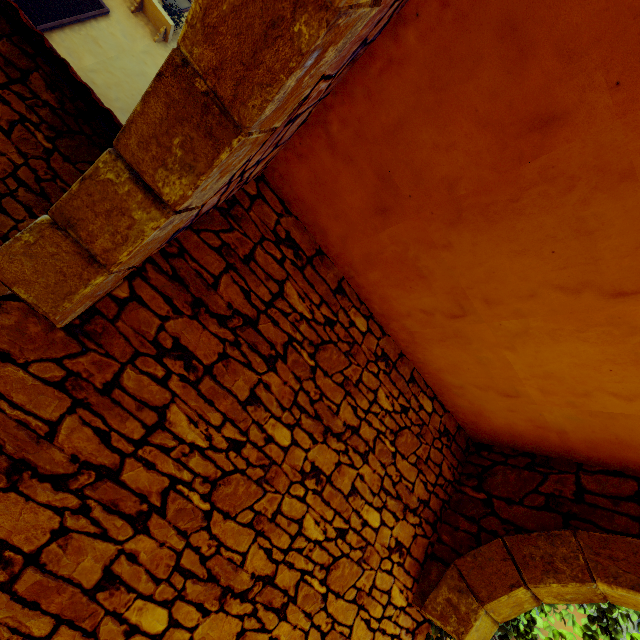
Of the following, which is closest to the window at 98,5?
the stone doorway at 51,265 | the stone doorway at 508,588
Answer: the stone doorway at 51,265

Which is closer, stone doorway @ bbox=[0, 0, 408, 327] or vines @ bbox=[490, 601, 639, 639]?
stone doorway @ bbox=[0, 0, 408, 327]

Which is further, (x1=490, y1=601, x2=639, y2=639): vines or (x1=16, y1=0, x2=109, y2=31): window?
(x1=16, y1=0, x2=109, y2=31): window

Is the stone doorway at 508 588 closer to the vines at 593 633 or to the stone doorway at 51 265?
the vines at 593 633

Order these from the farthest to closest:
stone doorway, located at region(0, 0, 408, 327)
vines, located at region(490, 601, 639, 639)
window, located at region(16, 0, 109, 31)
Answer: window, located at region(16, 0, 109, 31) < vines, located at region(490, 601, 639, 639) < stone doorway, located at region(0, 0, 408, 327)

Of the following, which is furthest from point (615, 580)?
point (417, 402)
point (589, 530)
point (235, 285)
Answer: point (235, 285)

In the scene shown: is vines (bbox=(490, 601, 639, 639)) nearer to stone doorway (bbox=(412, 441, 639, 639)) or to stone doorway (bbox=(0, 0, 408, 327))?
stone doorway (bbox=(412, 441, 639, 639))

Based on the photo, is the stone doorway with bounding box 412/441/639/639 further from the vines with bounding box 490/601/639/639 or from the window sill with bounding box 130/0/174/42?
the window sill with bounding box 130/0/174/42
